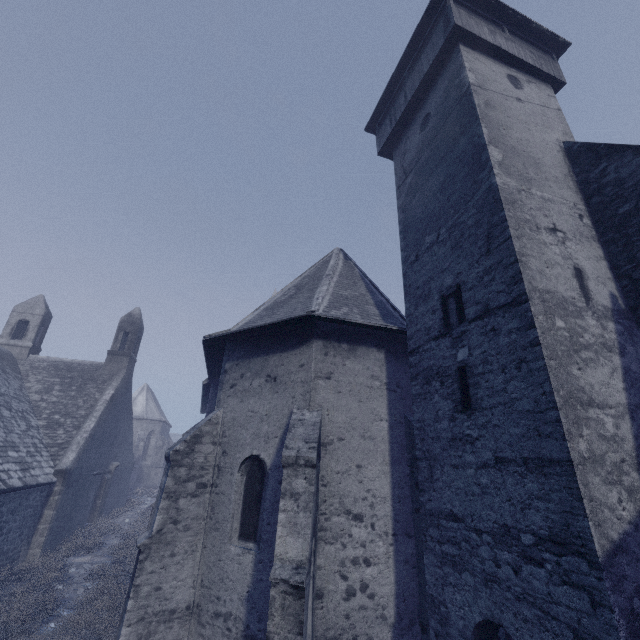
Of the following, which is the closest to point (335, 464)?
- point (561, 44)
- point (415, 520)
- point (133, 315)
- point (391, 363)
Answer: point (415, 520)

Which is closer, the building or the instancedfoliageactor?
the building

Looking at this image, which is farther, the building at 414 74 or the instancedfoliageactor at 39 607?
the instancedfoliageactor at 39 607

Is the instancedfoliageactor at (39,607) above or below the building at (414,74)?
below

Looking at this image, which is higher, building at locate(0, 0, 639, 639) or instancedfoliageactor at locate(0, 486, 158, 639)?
building at locate(0, 0, 639, 639)
